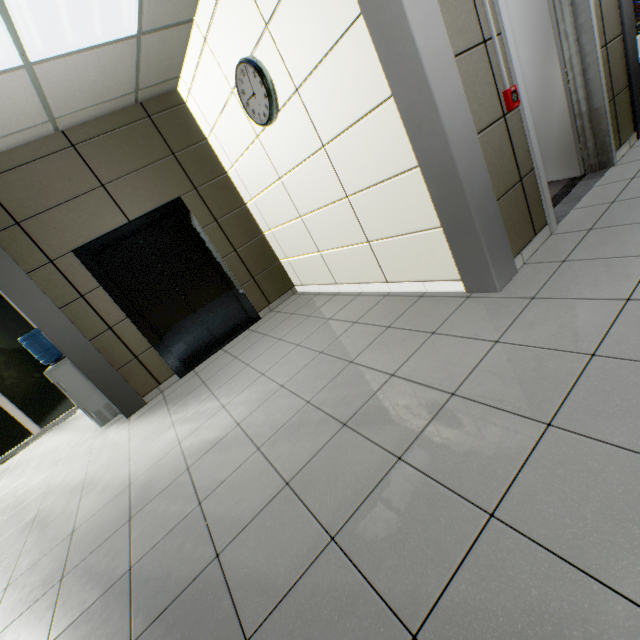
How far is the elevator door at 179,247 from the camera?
4.3m

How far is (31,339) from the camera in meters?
4.1 m

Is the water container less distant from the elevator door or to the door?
the elevator door

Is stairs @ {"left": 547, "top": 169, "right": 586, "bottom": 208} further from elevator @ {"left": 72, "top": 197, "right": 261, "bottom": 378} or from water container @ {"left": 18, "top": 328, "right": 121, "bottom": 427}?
water container @ {"left": 18, "top": 328, "right": 121, "bottom": 427}

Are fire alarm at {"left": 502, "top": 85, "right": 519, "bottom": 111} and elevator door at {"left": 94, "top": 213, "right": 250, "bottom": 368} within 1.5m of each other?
no

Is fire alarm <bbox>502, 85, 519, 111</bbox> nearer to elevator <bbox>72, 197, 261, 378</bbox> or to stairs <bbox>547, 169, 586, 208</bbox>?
stairs <bbox>547, 169, 586, 208</bbox>

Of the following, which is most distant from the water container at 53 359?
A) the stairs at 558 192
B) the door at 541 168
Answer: the door at 541 168

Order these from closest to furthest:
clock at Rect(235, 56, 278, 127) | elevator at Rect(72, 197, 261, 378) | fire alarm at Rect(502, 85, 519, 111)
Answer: fire alarm at Rect(502, 85, 519, 111) → clock at Rect(235, 56, 278, 127) → elevator at Rect(72, 197, 261, 378)
